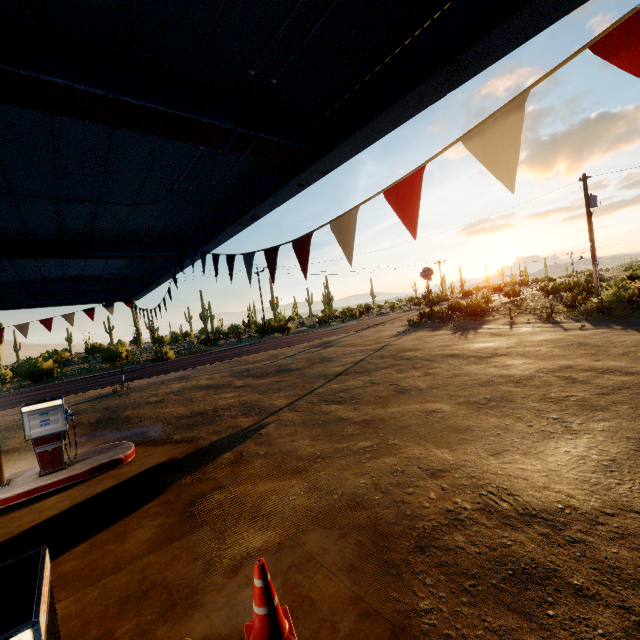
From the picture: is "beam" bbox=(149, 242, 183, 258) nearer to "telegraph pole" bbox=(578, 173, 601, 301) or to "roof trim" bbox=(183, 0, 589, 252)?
"roof trim" bbox=(183, 0, 589, 252)

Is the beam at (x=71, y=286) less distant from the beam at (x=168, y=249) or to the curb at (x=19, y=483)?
the beam at (x=168, y=249)

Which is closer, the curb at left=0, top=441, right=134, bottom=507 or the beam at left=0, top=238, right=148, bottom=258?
the beam at left=0, top=238, right=148, bottom=258

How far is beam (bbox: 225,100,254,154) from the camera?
2.1 meters

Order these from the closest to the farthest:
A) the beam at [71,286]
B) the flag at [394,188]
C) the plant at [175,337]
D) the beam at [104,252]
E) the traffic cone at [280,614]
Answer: the flag at [394,188]
the traffic cone at [280,614]
the beam at [104,252]
the beam at [71,286]
the plant at [175,337]

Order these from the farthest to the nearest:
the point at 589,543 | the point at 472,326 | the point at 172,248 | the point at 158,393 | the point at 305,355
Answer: the point at 472,326
the point at 305,355
the point at 158,393
the point at 172,248
the point at 589,543

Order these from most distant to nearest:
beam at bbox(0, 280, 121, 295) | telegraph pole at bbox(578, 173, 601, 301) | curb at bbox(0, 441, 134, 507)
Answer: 1. telegraph pole at bbox(578, 173, 601, 301)
2. beam at bbox(0, 280, 121, 295)
3. curb at bbox(0, 441, 134, 507)

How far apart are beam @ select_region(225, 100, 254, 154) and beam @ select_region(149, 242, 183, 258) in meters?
3.4 m
